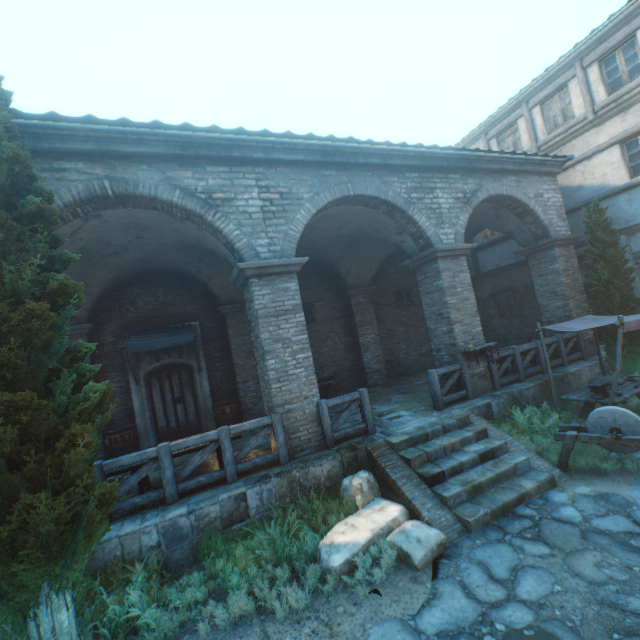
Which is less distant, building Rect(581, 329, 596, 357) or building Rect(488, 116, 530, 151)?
building Rect(581, 329, 596, 357)

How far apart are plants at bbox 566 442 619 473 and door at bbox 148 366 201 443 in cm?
840

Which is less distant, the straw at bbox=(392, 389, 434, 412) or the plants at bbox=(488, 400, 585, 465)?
the plants at bbox=(488, 400, 585, 465)

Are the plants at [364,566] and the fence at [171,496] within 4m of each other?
yes

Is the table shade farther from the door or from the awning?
the door

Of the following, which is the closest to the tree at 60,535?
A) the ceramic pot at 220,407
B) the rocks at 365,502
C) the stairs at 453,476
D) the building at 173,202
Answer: the building at 173,202

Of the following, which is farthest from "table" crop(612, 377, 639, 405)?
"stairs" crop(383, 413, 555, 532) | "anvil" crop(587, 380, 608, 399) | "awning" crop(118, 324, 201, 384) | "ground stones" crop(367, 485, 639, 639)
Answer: "awning" crop(118, 324, 201, 384)

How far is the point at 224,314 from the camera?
11.1 meters
